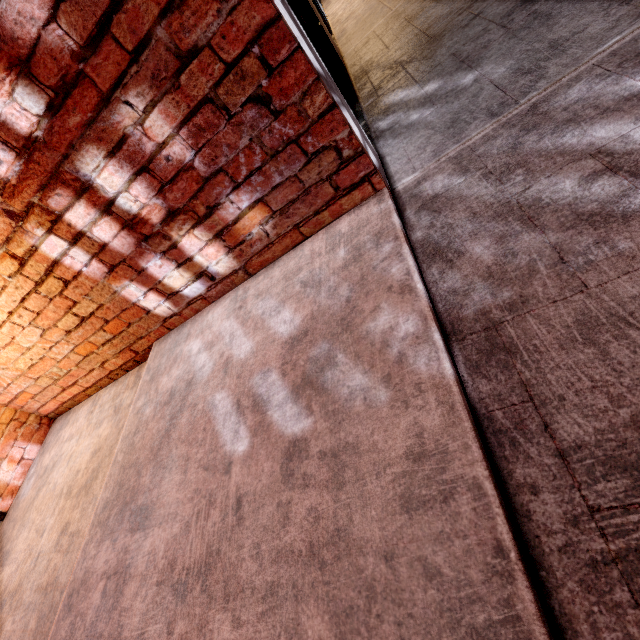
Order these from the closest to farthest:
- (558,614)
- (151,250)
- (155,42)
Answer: (558,614), (155,42), (151,250)

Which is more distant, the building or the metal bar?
the metal bar

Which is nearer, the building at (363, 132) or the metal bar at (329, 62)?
the building at (363, 132)
